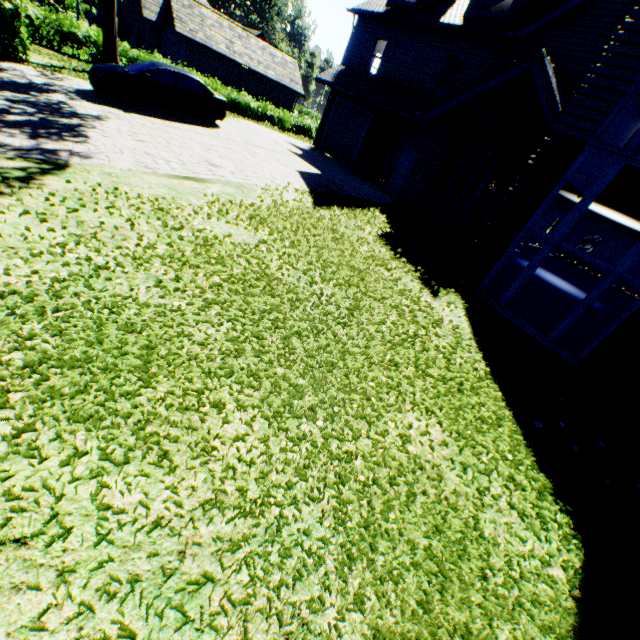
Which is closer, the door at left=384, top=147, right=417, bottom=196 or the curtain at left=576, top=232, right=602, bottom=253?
the door at left=384, top=147, right=417, bottom=196

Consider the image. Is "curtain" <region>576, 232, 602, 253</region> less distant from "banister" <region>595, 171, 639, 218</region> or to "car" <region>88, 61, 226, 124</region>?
"banister" <region>595, 171, 639, 218</region>

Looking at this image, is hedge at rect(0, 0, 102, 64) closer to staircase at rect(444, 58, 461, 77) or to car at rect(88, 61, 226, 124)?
car at rect(88, 61, 226, 124)

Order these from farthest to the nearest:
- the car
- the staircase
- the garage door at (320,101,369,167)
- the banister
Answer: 1. the garage door at (320,101,369,167)
2. the staircase
3. the car
4. the banister

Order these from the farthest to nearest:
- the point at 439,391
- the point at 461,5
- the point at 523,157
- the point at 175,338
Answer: the point at 461,5 < the point at 523,157 < the point at 439,391 < the point at 175,338

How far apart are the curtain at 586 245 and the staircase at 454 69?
17.10m

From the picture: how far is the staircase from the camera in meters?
17.2

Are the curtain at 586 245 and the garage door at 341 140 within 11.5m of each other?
no
